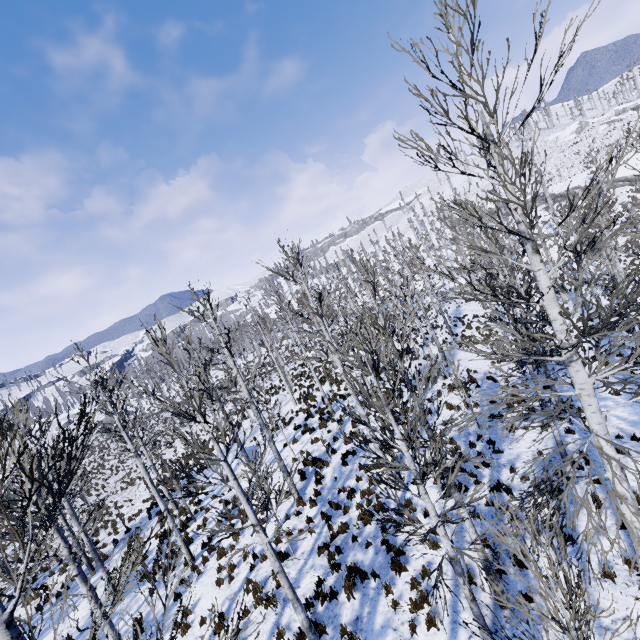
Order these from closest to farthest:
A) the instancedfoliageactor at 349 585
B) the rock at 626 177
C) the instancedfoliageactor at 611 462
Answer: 1. the instancedfoliageactor at 611 462
2. the instancedfoliageactor at 349 585
3. the rock at 626 177

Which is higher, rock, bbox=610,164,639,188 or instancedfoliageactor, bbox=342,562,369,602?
rock, bbox=610,164,639,188

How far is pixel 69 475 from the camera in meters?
2.2

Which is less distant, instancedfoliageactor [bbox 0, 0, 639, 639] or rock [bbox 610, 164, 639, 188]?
instancedfoliageactor [bbox 0, 0, 639, 639]

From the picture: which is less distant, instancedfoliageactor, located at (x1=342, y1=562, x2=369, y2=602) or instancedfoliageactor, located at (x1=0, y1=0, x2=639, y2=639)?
instancedfoliageactor, located at (x1=0, y1=0, x2=639, y2=639)

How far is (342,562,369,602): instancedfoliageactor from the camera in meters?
8.5

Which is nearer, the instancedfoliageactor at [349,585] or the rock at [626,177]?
the instancedfoliageactor at [349,585]
